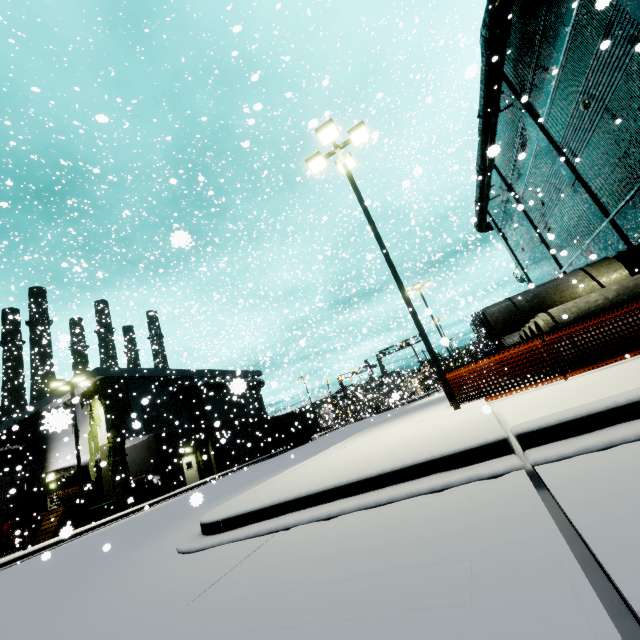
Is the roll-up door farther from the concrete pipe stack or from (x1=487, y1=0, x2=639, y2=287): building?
the concrete pipe stack

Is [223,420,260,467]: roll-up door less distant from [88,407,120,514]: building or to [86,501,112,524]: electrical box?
[88,407,120,514]: building

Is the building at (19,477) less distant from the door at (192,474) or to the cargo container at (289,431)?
the door at (192,474)

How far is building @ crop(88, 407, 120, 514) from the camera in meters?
22.7

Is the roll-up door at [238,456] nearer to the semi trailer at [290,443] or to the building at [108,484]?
the building at [108,484]

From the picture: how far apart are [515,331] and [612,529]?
15.4 meters

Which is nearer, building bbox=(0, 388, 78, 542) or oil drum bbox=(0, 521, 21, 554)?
building bbox=(0, 388, 78, 542)

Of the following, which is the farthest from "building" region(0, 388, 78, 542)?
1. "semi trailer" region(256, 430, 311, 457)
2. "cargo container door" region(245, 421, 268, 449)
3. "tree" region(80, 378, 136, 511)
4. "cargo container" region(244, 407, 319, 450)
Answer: "semi trailer" region(256, 430, 311, 457)
